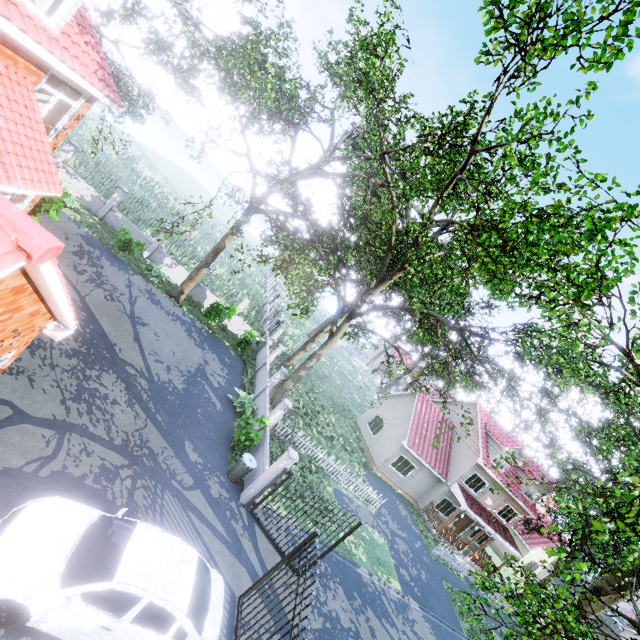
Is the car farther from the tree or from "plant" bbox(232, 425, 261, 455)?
the tree

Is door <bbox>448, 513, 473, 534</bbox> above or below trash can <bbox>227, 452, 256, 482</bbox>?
above

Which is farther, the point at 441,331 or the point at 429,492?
the point at 429,492

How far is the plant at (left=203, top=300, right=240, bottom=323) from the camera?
19.5m

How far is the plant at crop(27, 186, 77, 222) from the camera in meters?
11.5 m

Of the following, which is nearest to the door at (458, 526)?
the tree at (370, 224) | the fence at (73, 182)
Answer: the tree at (370, 224)

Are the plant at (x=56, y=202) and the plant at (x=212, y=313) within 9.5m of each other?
yes

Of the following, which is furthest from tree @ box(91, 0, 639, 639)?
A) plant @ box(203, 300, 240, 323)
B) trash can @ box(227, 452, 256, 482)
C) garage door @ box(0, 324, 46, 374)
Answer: trash can @ box(227, 452, 256, 482)
